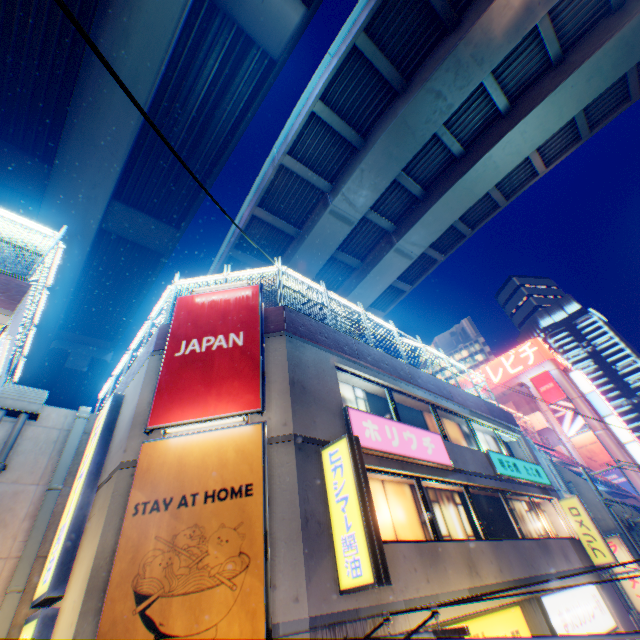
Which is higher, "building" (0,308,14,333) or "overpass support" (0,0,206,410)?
"overpass support" (0,0,206,410)

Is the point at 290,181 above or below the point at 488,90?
above

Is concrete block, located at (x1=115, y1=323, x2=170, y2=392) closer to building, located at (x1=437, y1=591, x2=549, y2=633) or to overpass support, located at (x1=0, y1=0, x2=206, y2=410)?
building, located at (x1=437, y1=591, x2=549, y2=633)

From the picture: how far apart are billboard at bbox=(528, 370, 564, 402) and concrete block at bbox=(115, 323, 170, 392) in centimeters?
4999cm

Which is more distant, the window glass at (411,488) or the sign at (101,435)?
the window glass at (411,488)

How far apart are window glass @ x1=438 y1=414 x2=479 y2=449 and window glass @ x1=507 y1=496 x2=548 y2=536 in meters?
1.3 m

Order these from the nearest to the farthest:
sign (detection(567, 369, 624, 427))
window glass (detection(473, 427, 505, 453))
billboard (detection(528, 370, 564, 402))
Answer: window glass (detection(473, 427, 505, 453))
sign (detection(567, 369, 624, 427))
billboard (detection(528, 370, 564, 402))

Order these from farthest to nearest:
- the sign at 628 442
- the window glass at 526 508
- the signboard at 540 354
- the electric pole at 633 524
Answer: the signboard at 540 354 < the sign at 628 442 < the electric pole at 633 524 < the window glass at 526 508
